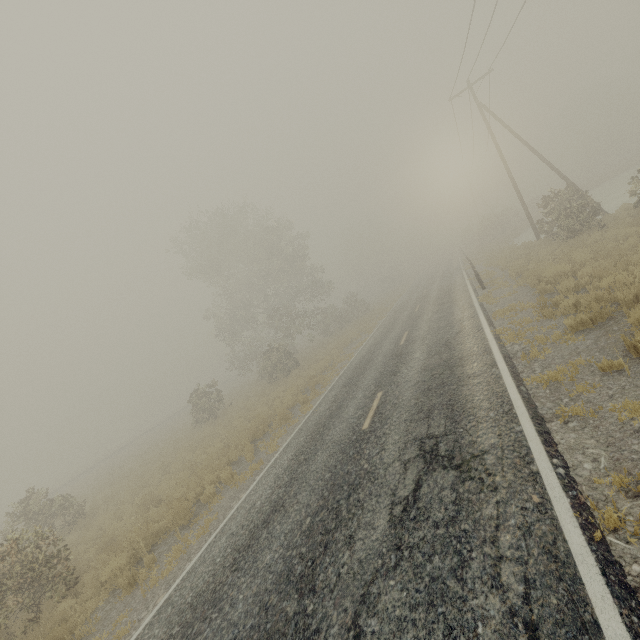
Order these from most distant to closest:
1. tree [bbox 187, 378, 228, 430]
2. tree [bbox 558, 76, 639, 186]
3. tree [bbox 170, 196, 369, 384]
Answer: tree [bbox 558, 76, 639, 186]
tree [bbox 170, 196, 369, 384]
tree [bbox 187, 378, 228, 430]

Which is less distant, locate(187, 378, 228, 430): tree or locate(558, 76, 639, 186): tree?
locate(187, 378, 228, 430): tree

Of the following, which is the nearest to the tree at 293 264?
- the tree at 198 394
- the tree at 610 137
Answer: the tree at 198 394

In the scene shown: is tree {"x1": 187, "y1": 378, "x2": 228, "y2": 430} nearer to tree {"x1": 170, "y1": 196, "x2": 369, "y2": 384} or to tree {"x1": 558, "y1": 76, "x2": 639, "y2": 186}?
tree {"x1": 170, "y1": 196, "x2": 369, "y2": 384}

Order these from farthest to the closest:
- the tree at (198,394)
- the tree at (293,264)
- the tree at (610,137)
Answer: the tree at (610,137) → the tree at (293,264) → the tree at (198,394)

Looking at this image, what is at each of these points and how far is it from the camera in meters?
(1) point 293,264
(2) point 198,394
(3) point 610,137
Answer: (1) tree, 32.5 m
(2) tree, 24.7 m
(3) tree, 55.2 m

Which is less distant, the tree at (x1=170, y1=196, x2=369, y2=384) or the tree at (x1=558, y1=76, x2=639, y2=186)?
the tree at (x1=170, y1=196, x2=369, y2=384)

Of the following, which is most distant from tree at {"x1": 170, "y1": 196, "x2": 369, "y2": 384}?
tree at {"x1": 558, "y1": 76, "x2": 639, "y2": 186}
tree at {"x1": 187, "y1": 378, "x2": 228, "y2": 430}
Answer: tree at {"x1": 558, "y1": 76, "x2": 639, "y2": 186}
